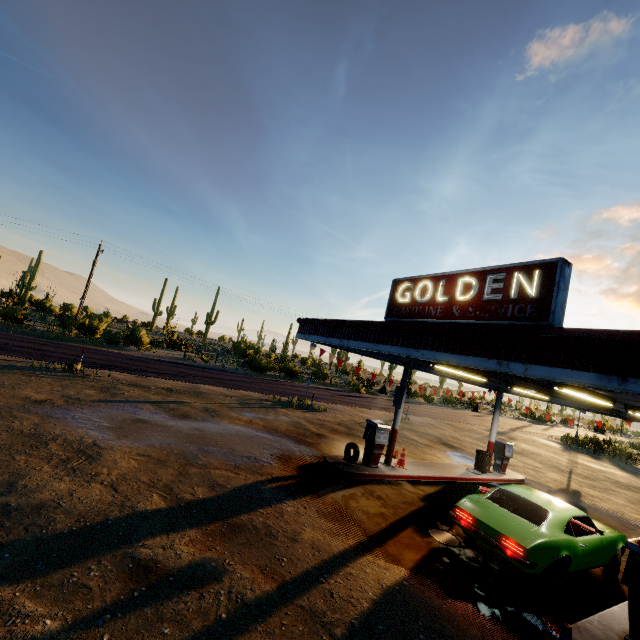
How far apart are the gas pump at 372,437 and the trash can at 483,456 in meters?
5.3

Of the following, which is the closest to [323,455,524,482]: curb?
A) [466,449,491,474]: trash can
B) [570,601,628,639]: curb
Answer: [466,449,491,474]: trash can

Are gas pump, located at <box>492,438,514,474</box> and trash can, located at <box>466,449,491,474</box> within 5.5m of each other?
yes

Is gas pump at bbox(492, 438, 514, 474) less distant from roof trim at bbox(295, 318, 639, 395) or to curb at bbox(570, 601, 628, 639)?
roof trim at bbox(295, 318, 639, 395)

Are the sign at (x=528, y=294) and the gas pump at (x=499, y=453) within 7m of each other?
no

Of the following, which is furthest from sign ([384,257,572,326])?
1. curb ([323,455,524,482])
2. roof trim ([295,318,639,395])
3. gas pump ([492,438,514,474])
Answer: gas pump ([492,438,514,474])

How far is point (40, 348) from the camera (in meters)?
18.22

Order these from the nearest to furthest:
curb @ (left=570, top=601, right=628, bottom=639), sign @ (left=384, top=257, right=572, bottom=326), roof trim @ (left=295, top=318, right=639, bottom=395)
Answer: roof trim @ (left=295, top=318, right=639, bottom=395), curb @ (left=570, top=601, right=628, bottom=639), sign @ (left=384, top=257, right=572, bottom=326)
